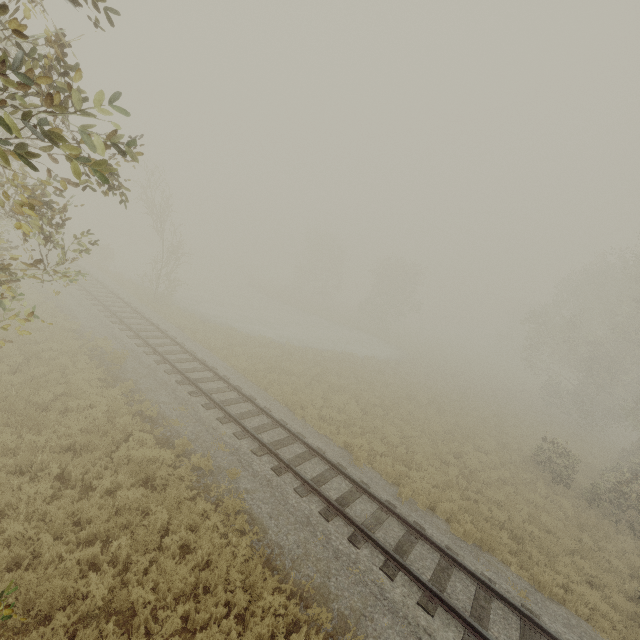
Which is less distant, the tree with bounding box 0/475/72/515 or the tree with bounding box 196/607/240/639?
the tree with bounding box 196/607/240/639

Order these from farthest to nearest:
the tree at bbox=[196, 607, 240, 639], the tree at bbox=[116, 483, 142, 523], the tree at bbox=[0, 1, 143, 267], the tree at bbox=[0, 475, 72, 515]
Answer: the tree at bbox=[116, 483, 142, 523] → the tree at bbox=[0, 475, 72, 515] → the tree at bbox=[196, 607, 240, 639] → the tree at bbox=[0, 1, 143, 267]

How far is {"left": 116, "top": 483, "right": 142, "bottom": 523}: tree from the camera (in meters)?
7.49

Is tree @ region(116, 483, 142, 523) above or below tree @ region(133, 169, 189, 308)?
below

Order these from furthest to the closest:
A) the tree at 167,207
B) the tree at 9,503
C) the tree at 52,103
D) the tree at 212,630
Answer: the tree at 167,207 → the tree at 9,503 → the tree at 212,630 → the tree at 52,103

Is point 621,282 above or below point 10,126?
above

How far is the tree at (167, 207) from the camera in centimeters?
2183cm

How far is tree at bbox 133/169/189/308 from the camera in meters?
21.8 m
